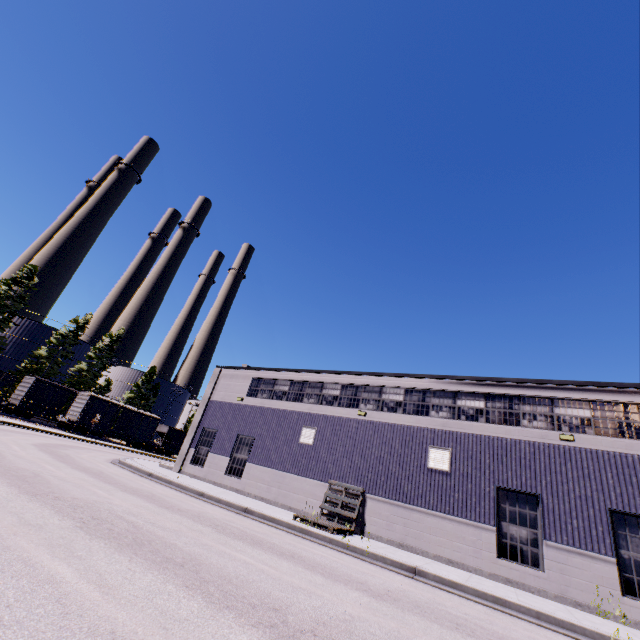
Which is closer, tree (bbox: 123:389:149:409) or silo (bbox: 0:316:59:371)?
silo (bbox: 0:316:59:371)

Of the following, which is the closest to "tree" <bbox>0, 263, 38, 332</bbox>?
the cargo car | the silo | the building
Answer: the silo

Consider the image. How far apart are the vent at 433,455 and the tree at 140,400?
58.36m

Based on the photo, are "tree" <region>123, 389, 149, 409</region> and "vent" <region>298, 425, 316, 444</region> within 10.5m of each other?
no

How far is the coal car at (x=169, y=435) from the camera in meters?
49.9 m

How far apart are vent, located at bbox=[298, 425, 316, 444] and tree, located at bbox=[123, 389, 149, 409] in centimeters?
5146cm

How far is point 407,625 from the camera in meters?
5.4

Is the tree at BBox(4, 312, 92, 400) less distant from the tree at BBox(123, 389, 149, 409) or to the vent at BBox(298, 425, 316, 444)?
the tree at BBox(123, 389, 149, 409)
